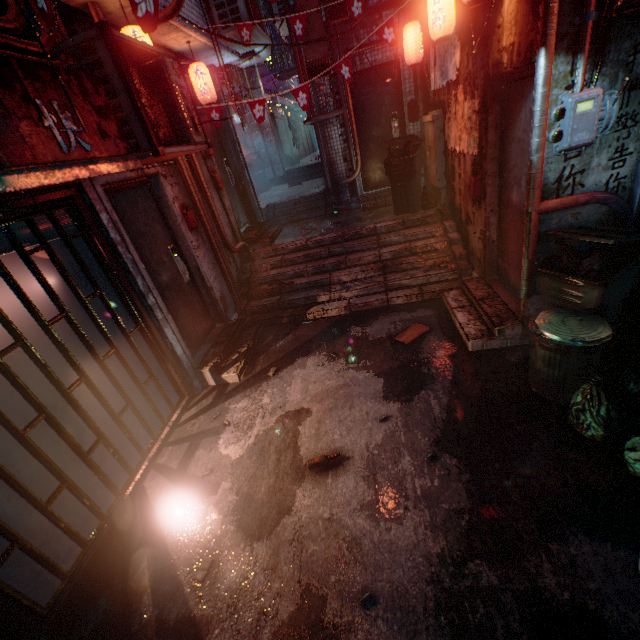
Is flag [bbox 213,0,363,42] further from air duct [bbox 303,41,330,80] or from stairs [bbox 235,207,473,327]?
stairs [bbox 235,207,473,327]

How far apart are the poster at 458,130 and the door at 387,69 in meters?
1.9

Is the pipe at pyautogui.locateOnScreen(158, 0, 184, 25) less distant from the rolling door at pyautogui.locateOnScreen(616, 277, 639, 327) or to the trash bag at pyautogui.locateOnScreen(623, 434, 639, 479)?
the rolling door at pyautogui.locateOnScreen(616, 277, 639, 327)

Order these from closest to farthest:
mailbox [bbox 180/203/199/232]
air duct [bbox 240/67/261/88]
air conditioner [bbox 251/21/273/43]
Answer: mailbox [bbox 180/203/199/232]
air conditioner [bbox 251/21/273/43]
air duct [bbox 240/67/261/88]

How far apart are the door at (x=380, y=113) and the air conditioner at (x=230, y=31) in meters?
1.4

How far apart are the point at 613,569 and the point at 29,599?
3.3m

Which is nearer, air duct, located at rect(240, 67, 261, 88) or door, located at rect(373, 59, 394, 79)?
door, located at rect(373, 59, 394, 79)

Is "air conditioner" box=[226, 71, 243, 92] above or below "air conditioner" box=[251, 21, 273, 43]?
above
